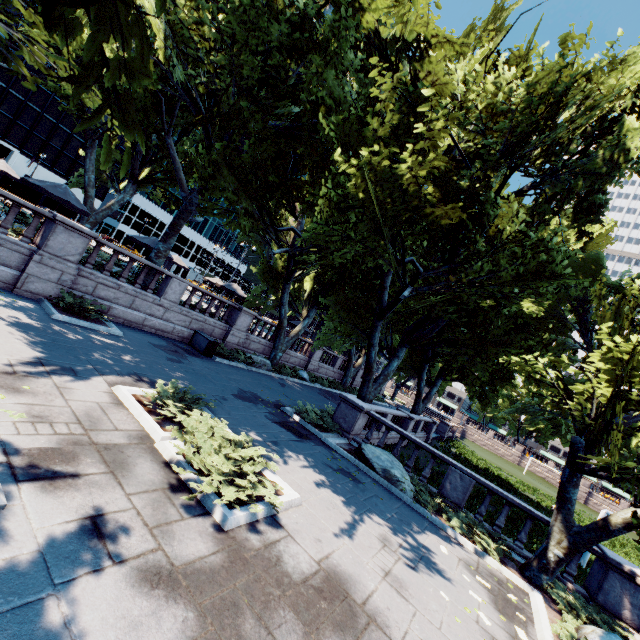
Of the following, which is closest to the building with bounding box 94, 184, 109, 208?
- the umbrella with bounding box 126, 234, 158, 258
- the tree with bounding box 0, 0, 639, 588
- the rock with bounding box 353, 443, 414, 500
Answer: the tree with bounding box 0, 0, 639, 588

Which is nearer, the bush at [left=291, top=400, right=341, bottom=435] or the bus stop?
the bush at [left=291, top=400, right=341, bottom=435]

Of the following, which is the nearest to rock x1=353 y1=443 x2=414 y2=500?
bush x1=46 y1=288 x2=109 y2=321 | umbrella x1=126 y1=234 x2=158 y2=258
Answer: bush x1=46 y1=288 x2=109 y2=321

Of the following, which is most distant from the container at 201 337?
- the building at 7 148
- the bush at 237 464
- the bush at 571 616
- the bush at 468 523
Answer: the building at 7 148

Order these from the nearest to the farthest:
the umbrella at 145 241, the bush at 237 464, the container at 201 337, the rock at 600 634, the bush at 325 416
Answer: the bush at 237 464 < the rock at 600 634 < the bush at 325 416 < the container at 201 337 < the umbrella at 145 241

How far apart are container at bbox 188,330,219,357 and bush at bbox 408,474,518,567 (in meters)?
12.63

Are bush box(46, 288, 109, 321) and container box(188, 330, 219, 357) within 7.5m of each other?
yes

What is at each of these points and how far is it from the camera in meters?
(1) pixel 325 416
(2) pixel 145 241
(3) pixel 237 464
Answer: (1) bush, 16.3 m
(2) umbrella, 19.0 m
(3) bush, 6.7 m
